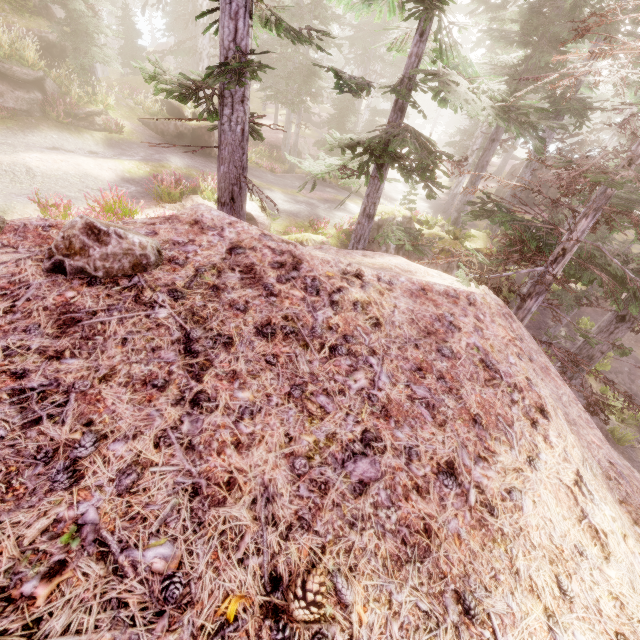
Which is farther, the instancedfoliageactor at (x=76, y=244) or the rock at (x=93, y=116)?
the rock at (x=93, y=116)

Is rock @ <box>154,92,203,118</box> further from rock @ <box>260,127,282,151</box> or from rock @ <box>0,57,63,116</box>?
rock @ <box>260,127,282,151</box>

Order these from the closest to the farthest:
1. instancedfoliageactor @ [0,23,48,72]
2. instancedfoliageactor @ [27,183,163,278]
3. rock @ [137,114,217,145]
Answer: instancedfoliageactor @ [27,183,163,278]
instancedfoliageactor @ [0,23,48,72]
rock @ [137,114,217,145]

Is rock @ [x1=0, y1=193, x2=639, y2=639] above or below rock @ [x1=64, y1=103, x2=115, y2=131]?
above

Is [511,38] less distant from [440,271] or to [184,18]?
[440,271]

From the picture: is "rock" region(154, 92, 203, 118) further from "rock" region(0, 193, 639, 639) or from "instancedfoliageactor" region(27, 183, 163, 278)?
"rock" region(0, 193, 639, 639)

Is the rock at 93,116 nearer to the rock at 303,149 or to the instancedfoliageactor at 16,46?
the instancedfoliageactor at 16,46
